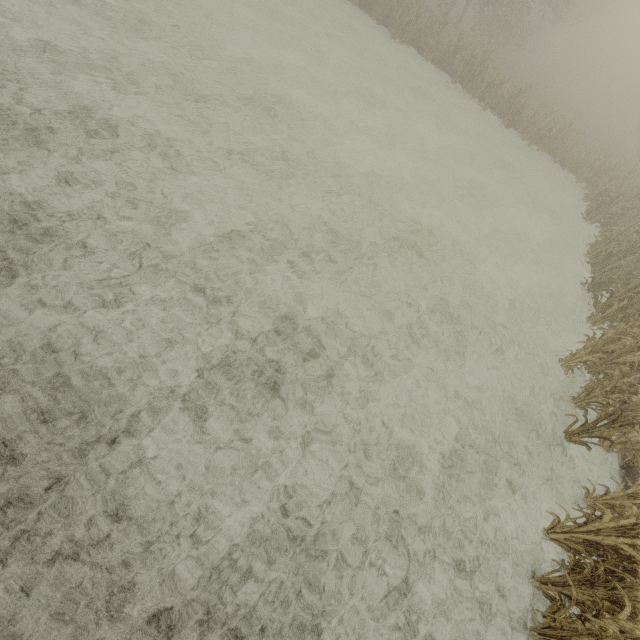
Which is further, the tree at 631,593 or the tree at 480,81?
the tree at 480,81

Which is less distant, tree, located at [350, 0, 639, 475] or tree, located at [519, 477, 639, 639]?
tree, located at [519, 477, 639, 639]

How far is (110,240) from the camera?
4.6 meters
